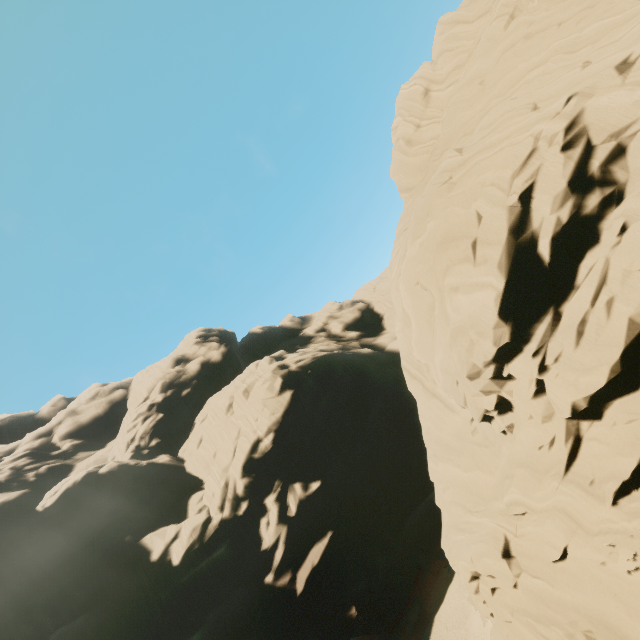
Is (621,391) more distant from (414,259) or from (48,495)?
(48,495)
